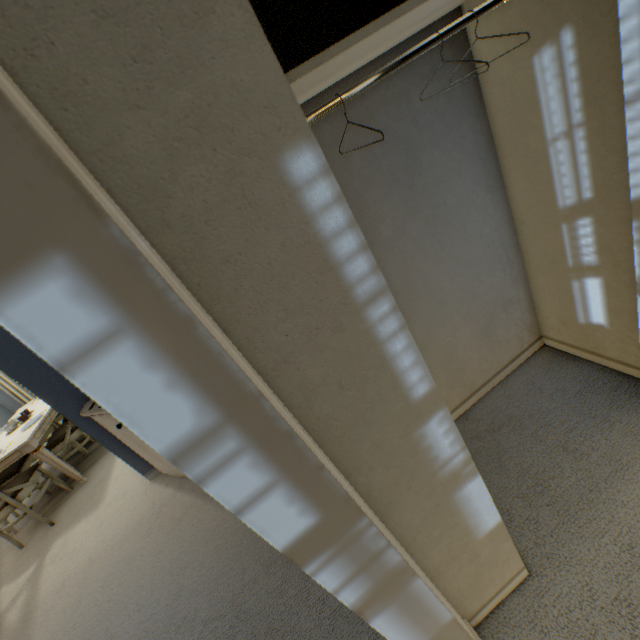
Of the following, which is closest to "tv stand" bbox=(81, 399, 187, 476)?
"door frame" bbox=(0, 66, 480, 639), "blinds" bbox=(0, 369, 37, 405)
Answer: "door frame" bbox=(0, 66, 480, 639)

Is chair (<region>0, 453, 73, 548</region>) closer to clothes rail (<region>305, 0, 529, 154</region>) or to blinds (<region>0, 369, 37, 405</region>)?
blinds (<region>0, 369, 37, 405</region>)

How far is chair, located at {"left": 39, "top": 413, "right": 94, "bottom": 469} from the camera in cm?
361

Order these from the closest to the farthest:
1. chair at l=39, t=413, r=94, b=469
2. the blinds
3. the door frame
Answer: the door frame → chair at l=39, t=413, r=94, b=469 → the blinds

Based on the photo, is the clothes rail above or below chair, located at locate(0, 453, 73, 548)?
above

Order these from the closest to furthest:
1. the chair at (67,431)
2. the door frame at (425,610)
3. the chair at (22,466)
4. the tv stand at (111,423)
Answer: the door frame at (425,610)
the tv stand at (111,423)
the chair at (22,466)
the chair at (67,431)

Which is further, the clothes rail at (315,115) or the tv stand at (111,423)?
the tv stand at (111,423)

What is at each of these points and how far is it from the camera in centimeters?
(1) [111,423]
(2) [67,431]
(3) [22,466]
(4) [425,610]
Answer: (1) tv stand, 242cm
(2) chair, 361cm
(3) chair, 360cm
(4) door frame, 83cm
